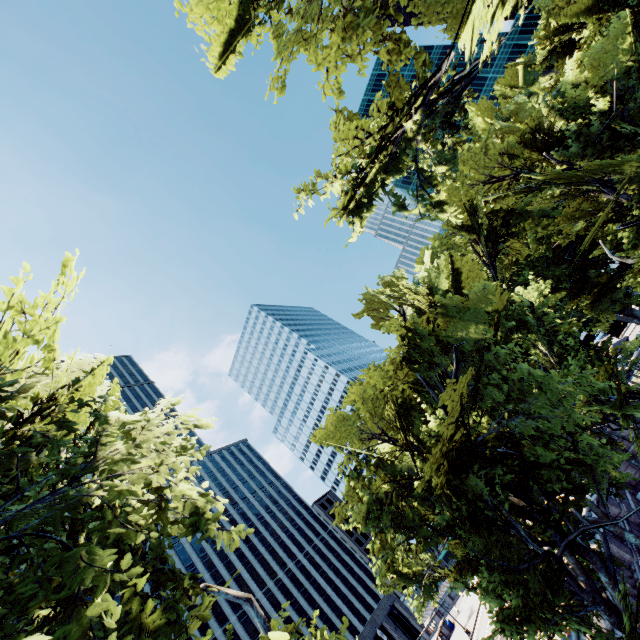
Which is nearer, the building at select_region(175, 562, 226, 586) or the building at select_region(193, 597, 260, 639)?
the building at select_region(193, 597, 260, 639)

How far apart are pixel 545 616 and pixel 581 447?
5.09m

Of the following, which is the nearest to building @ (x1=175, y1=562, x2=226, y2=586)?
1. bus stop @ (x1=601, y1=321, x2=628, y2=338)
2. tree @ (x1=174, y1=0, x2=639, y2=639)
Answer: tree @ (x1=174, y1=0, x2=639, y2=639)

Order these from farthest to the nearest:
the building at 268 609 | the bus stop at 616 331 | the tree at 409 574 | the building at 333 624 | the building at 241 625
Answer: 1. the building at 333 624
2. the building at 268 609
3. the building at 241 625
4. the bus stop at 616 331
5. the tree at 409 574

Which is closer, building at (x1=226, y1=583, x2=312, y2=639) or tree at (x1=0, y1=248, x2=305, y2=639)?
tree at (x1=0, y1=248, x2=305, y2=639)

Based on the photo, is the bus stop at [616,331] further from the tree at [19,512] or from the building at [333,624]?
the building at [333,624]

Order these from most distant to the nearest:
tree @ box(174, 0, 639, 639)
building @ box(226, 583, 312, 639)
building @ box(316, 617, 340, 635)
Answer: building @ box(316, 617, 340, 635) < building @ box(226, 583, 312, 639) < tree @ box(174, 0, 639, 639)
